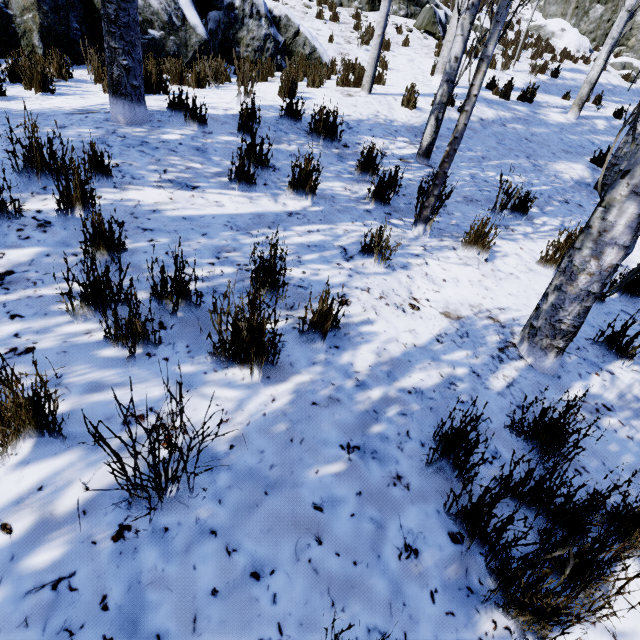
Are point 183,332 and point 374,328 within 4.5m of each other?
yes

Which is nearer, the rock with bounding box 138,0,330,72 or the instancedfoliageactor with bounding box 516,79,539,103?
the rock with bounding box 138,0,330,72

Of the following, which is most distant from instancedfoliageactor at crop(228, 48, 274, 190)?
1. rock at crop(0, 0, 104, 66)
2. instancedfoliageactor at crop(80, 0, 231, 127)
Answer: rock at crop(0, 0, 104, 66)

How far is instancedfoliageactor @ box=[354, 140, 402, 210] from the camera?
3.61m

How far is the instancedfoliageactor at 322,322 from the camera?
1.95m

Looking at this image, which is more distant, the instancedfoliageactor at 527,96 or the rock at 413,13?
the rock at 413,13

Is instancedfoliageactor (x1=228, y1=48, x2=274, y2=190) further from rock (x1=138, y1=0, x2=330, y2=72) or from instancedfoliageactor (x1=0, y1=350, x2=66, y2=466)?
Answer: rock (x1=138, y1=0, x2=330, y2=72)
